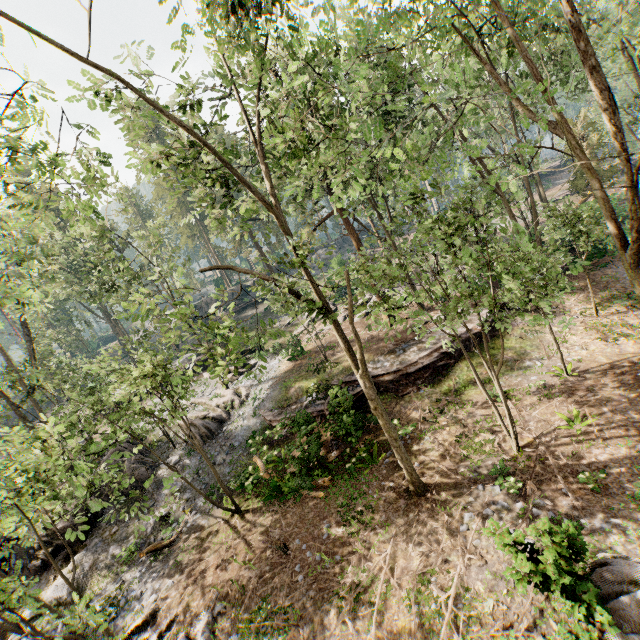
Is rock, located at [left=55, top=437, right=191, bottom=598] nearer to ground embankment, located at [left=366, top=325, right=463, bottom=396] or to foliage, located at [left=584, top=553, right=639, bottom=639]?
foliage, located at [left=584, top=553, right=639, bottom=639]

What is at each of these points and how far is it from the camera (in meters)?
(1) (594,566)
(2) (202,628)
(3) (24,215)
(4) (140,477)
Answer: (1) foliage, 7.50
(2) foliage, 10.24
(3) foliage, 9.47
(4) rock, 19.11

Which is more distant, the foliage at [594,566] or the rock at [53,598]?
the rock at [53,598]

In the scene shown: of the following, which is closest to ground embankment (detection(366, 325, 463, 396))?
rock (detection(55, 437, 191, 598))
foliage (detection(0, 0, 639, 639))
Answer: foliage (detection(0, 0, 639, 639))

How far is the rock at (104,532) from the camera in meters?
15.0

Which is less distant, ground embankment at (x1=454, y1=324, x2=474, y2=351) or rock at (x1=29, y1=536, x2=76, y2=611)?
rock at (x1=29, y1=536, x2=76, y2=611)

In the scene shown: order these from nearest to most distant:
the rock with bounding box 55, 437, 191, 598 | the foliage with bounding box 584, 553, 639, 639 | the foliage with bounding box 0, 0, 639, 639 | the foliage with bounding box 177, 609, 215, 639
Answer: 1. the foliage with bounding box 584, 553, 639, 639
2. the foliage with bounding box 0, 0, 639, 639
3. the foliage with bounding box 177, 609, 215, 639
4. the rock with bounding box 55, 437, 191, 598
